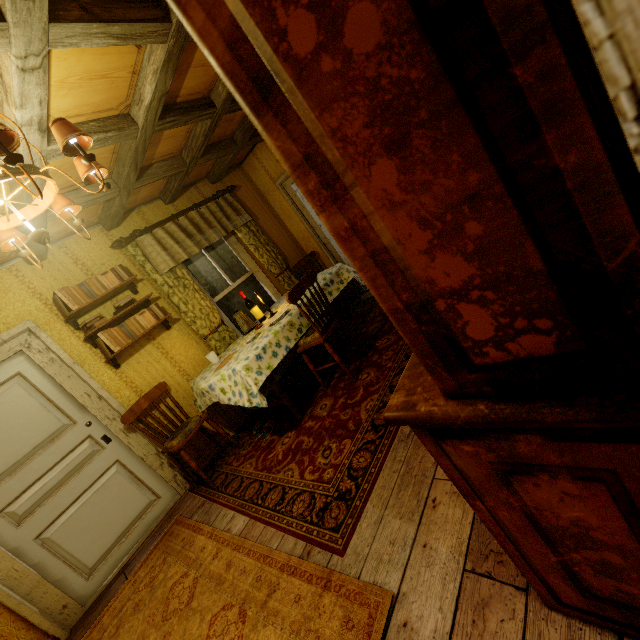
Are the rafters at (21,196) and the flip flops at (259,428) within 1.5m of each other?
no

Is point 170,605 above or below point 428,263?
below

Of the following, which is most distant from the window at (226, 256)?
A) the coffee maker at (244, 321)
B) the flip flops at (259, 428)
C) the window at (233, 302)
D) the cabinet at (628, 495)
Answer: the cabinet at (628, 495)

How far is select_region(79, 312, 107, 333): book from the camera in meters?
3.2 m

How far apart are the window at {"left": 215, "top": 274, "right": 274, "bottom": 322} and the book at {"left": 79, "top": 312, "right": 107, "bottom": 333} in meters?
1.4

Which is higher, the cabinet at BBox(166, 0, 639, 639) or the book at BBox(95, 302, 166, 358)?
the book at BBox(95, 302, 166, 358)

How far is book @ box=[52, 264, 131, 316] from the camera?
3.12m

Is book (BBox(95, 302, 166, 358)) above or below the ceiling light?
below
